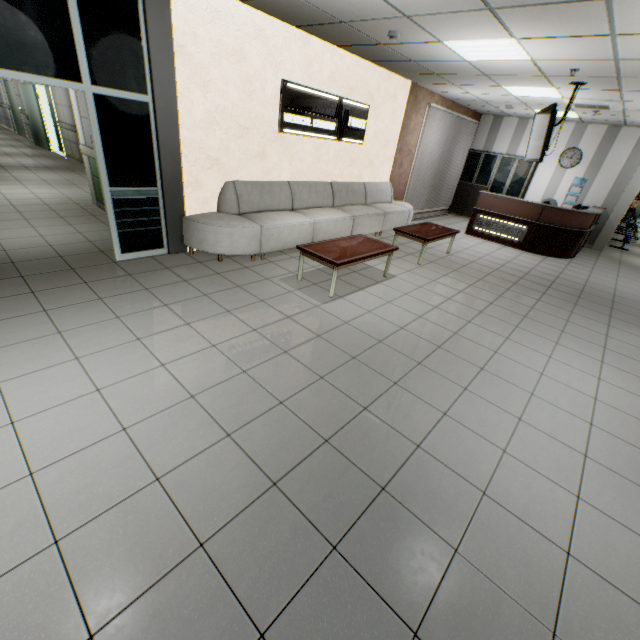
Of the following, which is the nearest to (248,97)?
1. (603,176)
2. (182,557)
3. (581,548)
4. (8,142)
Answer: (182,557)

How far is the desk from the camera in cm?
793

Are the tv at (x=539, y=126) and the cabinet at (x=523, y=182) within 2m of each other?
no

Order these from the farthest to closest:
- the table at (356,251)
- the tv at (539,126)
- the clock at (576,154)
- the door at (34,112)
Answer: the door at (34,112) → the clock at (576,154) → the tv at (539,126) → the table at (356,251)

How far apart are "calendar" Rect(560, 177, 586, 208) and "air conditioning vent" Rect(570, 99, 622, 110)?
3.29m

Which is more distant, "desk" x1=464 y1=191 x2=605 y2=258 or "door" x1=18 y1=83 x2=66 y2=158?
"door" x1=18 y1=83 x2=66 y2=158

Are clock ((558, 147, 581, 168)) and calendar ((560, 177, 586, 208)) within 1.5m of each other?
yes

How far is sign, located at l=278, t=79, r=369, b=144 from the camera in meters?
5.4
